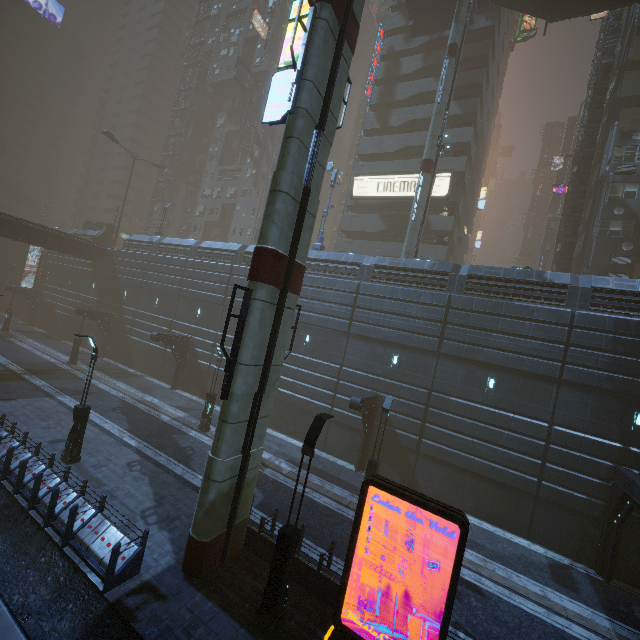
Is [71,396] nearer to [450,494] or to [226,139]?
[450,494]

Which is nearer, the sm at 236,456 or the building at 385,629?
the building at 385,629

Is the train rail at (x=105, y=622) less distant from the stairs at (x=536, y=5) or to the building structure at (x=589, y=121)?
the building structure at (x=589, y=121)

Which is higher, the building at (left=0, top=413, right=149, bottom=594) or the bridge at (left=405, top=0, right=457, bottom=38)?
the bridge at (left=405, top=0, right=457, bottom=38)

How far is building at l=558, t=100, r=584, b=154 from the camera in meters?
43.0

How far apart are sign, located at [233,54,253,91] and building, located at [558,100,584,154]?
45.8m

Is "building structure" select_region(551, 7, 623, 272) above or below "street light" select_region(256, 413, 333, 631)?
above

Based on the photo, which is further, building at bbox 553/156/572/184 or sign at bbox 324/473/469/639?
building at bbox 553/156/572/184
